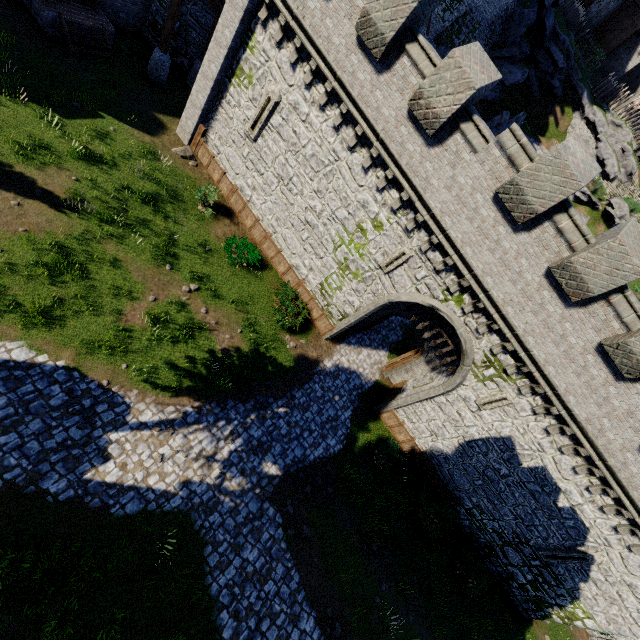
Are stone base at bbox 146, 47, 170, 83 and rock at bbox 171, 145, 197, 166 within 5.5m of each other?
yes

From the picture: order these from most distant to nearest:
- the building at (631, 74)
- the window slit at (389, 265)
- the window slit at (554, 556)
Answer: the building at (631, 74) → the window slit at (554, 556) → the window slit at (389, 265)

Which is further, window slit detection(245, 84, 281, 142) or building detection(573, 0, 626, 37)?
building detection(573, 0, 626, 37)

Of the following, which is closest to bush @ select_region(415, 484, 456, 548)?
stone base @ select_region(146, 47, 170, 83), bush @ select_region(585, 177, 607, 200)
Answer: stone base @ select_region(146, 47, 170, 83)

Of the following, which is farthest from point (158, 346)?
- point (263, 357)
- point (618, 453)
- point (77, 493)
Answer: point (618, 453)

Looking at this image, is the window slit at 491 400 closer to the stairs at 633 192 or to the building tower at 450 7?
the building tower at 450 7

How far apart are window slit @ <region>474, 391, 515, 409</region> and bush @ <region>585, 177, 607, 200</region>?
33.2m

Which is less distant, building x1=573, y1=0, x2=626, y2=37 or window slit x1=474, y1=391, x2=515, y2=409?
window slit x1=474, y1=391, x2=515, y2=409
